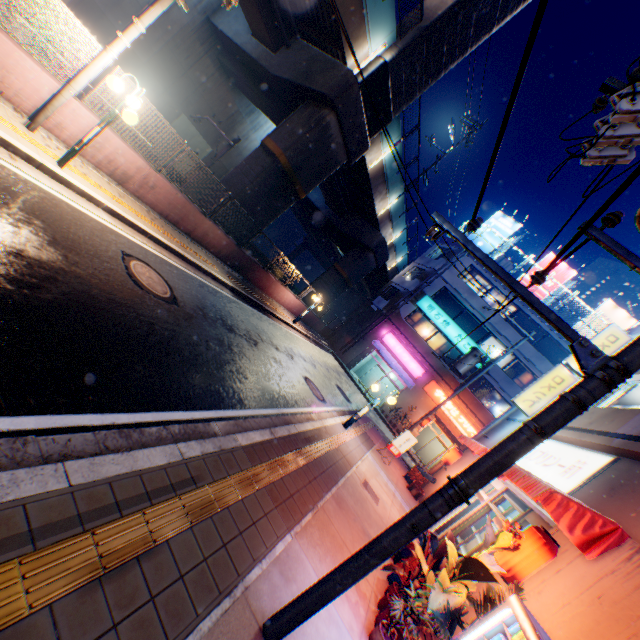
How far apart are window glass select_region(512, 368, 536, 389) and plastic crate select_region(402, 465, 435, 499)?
14.7m

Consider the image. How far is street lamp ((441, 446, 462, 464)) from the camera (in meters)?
14.34

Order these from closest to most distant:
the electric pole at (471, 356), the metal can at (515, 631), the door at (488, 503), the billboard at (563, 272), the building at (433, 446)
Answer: the metal can at (515, 631)
the door at (488, 503)
the electric pole at (471, 356)
the billboard at (563, 272)
the building at (433, 446)

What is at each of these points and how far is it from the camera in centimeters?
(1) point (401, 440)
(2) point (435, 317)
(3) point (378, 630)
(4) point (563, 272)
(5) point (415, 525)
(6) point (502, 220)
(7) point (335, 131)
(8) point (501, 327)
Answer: (1) sign, 1387cm
(2) sign, 2802cm
(3) flower pot, 440cm
(4) billboard, 2783cm
(5) electric pole, 299cm
(6) billboard, 3009cm
(7) overpass support, 1451cm
(8) building, 2647cm

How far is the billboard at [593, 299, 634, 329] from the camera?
25.7m

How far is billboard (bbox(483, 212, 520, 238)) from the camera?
29.4m

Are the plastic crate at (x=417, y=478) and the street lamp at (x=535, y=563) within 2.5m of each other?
no

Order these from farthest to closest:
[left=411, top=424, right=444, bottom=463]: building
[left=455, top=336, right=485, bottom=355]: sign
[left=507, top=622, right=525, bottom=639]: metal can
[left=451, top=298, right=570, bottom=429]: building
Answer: [left=411, top=424, right=444, bottom=463]: building
[left=455, top=336, right=485, bottom=355]: sign
[left=451, top=298, right=570, bottom=429]: building
[left=507, top=622, right=525, bottom=639]: metal can
